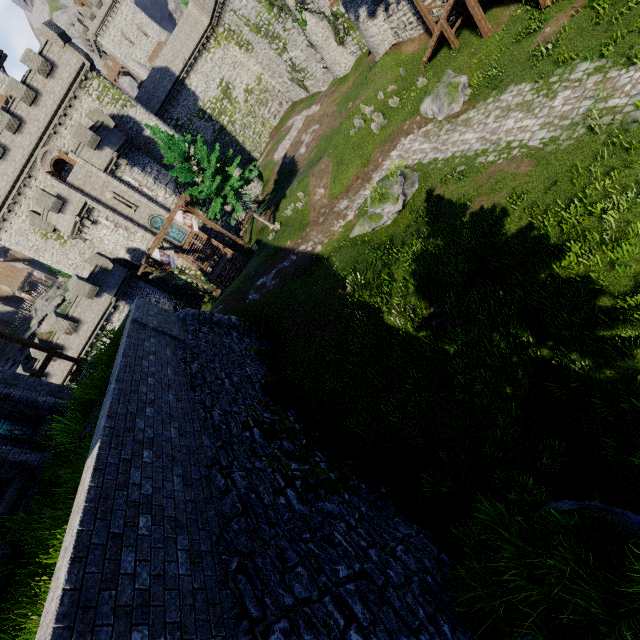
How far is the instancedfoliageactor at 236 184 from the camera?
23.23m

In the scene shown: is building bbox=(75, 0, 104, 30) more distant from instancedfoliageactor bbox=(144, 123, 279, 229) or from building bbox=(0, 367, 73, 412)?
building bbox=(0, 367, 73, 412)

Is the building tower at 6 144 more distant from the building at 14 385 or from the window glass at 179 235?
the building at 14 385

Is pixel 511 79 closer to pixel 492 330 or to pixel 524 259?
pixel 524 259

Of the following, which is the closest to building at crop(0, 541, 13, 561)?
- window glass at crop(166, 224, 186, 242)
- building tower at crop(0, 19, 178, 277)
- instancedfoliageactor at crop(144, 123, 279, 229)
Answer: instancedfoliageactor at crop(144, 123, 279, 229)

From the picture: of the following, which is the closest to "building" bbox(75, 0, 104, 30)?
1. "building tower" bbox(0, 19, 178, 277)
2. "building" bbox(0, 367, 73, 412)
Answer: "building tower" bbox(0, 19, 178, 277)

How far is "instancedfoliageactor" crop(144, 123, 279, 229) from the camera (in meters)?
23.23

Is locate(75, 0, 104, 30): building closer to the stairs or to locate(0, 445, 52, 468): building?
the stairs
